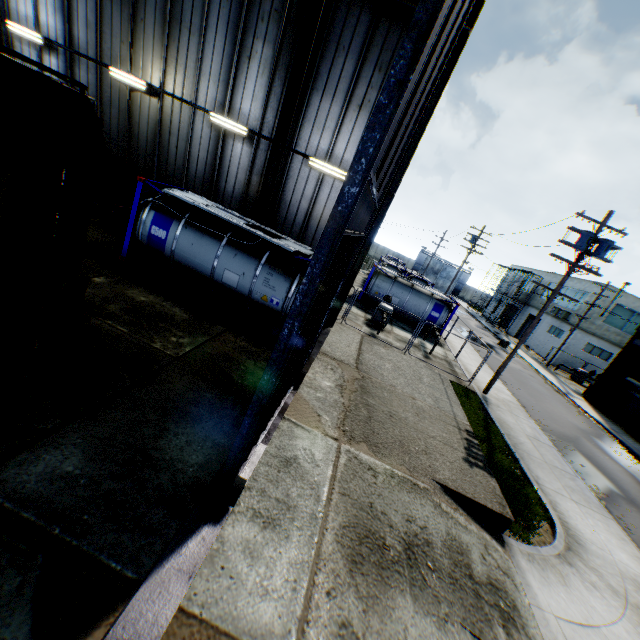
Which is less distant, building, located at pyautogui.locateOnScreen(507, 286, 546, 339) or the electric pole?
the electric pole

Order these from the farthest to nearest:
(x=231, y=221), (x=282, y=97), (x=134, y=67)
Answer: (x=134, y=67) < (x=282, y=97) < (x=231, y=221)

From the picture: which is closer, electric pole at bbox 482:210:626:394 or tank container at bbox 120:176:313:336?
tank container at bbox 120:176:313:336

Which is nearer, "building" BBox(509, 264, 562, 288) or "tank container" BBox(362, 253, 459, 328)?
"tank container" BBox(362, 253, 459, 328)

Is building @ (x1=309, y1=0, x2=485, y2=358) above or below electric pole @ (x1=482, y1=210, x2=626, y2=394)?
above

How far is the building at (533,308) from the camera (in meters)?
43.56

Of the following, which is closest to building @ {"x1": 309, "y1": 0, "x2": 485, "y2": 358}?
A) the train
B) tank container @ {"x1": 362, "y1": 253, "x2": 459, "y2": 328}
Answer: the train
